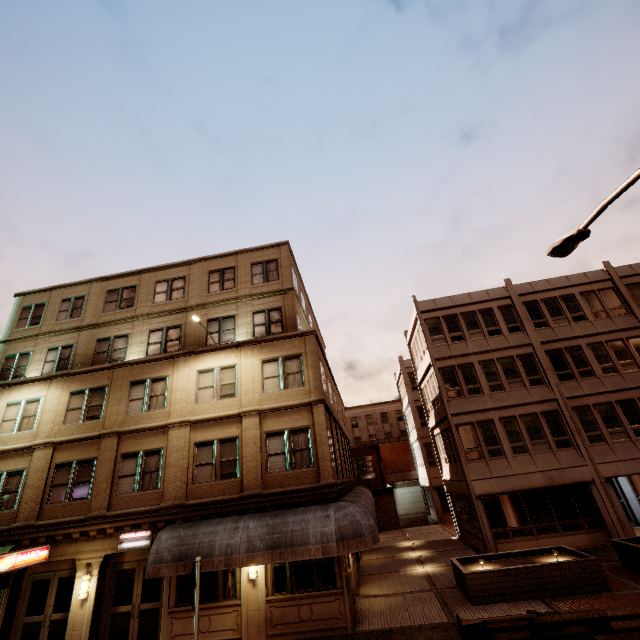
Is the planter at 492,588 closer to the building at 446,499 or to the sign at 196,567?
the building at 446,499

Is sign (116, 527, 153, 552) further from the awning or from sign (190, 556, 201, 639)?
sign (190, 556, 201, 639)

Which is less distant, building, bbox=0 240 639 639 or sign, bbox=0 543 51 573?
sign, bbox=0 543 51 573

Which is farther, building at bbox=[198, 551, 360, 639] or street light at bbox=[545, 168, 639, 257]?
building at bbox=[198, 551, 360, 639]

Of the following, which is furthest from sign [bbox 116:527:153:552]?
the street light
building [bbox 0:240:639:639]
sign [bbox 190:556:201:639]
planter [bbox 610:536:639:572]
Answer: planter [bbox 610:536:639:572]

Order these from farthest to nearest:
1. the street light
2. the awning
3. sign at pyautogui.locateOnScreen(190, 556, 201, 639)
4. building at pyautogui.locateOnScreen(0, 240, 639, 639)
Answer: building at pyautogui.locateOnScreen(0, 240, 639, 639) < the awning < sign at pyautogui.locateOnScreen(190, 556, 201, 639) < the street light

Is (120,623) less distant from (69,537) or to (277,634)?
(69,537)

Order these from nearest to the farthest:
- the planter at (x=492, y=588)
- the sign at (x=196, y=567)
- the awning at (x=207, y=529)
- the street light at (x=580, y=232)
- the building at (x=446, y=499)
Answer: the street light at (x=580, y=232) < the sign at (x=196, y=567) < the awning at (x=207, y=529) < the planter at (x=492, y=588) < the building at (x=446, y=499)
